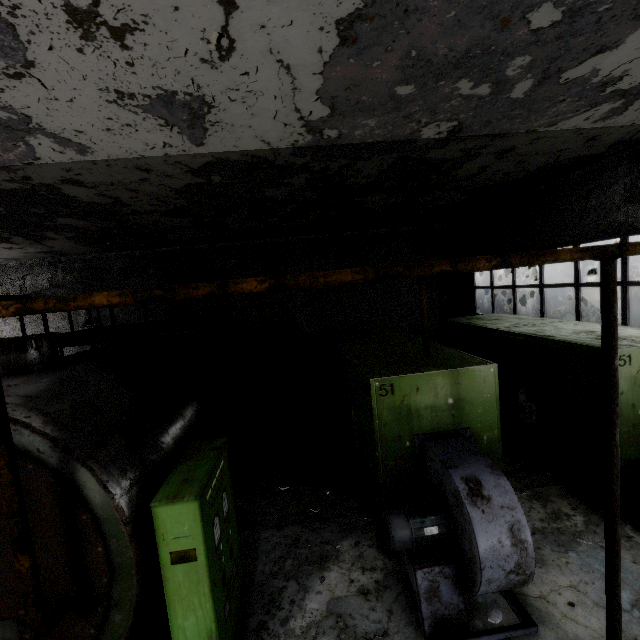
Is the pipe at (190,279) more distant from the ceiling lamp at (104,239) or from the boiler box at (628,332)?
the ceiling lamp at (104,239)

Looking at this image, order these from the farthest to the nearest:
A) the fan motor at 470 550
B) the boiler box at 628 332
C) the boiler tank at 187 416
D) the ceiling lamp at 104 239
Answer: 1. the ceiling lamp at 104 239
2. the boiler box at 628 332
3. the fan motor at 470 550
4. the boiler tank at 187 416

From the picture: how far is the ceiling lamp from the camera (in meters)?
9.36

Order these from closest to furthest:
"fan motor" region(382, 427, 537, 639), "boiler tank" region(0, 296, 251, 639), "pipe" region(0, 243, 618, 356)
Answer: "pipe" region(0, 243, 618, 356)
"boiler tank" region(0, 296, 251, 639)
"fan motor" region(382, 427, 537, 639)

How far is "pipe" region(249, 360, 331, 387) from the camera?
13.3 meters

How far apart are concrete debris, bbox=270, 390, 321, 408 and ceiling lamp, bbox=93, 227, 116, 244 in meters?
7.7 m

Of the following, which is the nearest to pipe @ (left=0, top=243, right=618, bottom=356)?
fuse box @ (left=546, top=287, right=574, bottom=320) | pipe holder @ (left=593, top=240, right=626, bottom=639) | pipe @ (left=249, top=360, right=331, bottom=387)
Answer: pipe @ (left=249, top=360, right=331, bottom=387)

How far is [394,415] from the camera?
4.9m
